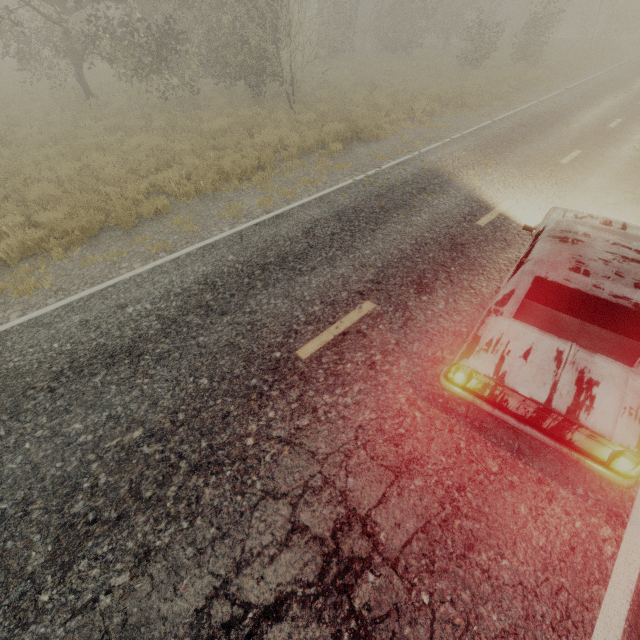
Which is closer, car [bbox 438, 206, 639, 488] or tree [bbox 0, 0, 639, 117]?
car [bbox 438, 206, 639, 488]

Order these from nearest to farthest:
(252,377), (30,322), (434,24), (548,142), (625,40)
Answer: (252,377), (30,322), (548,142), (434,24), (625,40)

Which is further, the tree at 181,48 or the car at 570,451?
the tree at 181,48
